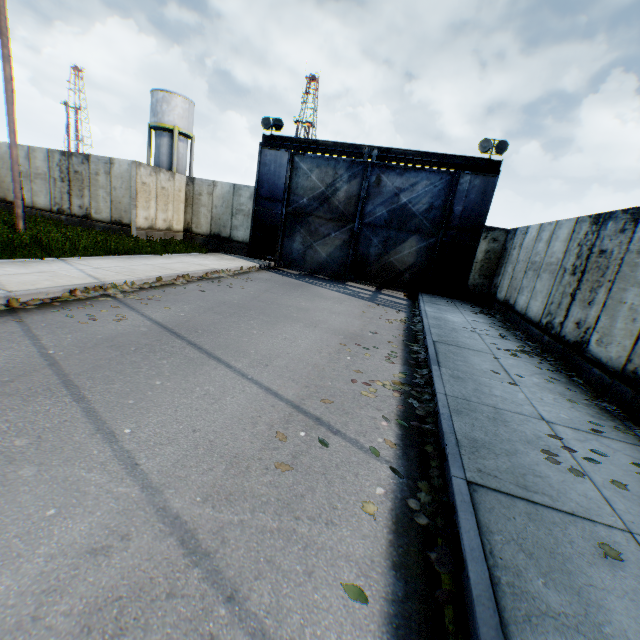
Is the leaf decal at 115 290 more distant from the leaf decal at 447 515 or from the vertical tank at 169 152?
the vertical tank at 169 152

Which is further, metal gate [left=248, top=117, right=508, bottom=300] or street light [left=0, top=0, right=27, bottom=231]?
metal gate [left=248, top=117, right=508, bottom=300]

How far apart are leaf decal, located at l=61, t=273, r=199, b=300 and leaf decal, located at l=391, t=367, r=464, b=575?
5.3m

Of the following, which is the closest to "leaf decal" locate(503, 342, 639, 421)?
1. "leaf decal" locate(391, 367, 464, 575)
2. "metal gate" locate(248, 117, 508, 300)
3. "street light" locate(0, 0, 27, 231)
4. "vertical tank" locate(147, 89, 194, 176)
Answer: "leaf decal" locate(391, 367, 464, 575)

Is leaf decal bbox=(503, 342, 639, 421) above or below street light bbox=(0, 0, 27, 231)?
below

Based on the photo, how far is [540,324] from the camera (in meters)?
8.76

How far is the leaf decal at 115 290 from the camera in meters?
6.9 m

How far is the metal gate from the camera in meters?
14.2
